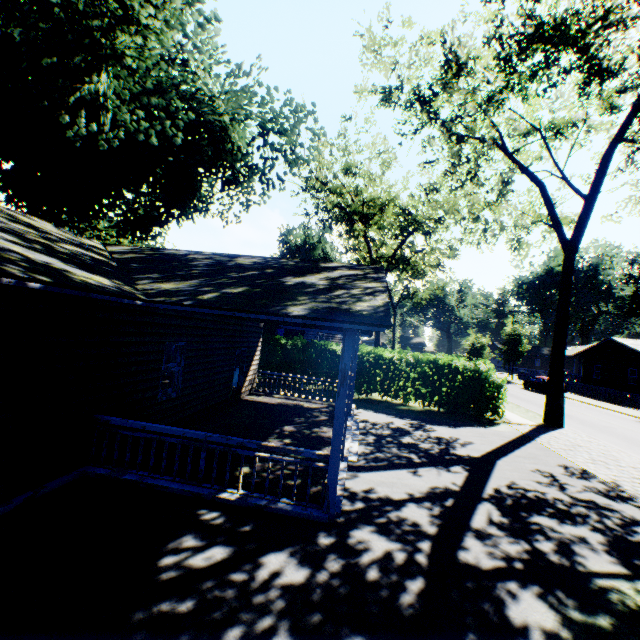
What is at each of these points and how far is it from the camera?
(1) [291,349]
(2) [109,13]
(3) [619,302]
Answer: (1) hedge, 19.94m
(2) plant, 10.65m
(3) plant, 54.66m

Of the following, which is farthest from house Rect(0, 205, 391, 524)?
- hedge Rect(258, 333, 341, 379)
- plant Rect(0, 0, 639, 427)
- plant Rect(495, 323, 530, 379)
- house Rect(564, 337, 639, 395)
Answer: plant Rect(495, 323, 530, 379)

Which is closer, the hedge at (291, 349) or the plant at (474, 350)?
the hedge at (291, 349)

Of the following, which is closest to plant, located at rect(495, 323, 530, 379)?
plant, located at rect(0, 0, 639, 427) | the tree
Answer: the tree

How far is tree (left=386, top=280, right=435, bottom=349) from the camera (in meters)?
47.59

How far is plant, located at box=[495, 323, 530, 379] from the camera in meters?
43.7

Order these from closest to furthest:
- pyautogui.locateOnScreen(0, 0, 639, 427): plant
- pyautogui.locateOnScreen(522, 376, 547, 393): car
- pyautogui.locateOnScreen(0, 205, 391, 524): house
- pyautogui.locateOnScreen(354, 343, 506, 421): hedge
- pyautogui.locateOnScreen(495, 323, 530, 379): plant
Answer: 1. pyautogui.locateOnScreen(0, 205, 391, 524): house
2. pyautogui.locateOnScreen(0, 0, 639, 427): plant
3. pyautogui.locateOnScreen(354, 343, 506, 421): hedge
4. pyautogui.locateOnScreen(522, 376, 547, 393): car
5. pyautogui.locateOnScreen(495, 323, 530, 379): plant

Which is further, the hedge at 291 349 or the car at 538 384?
the car at 538 384
